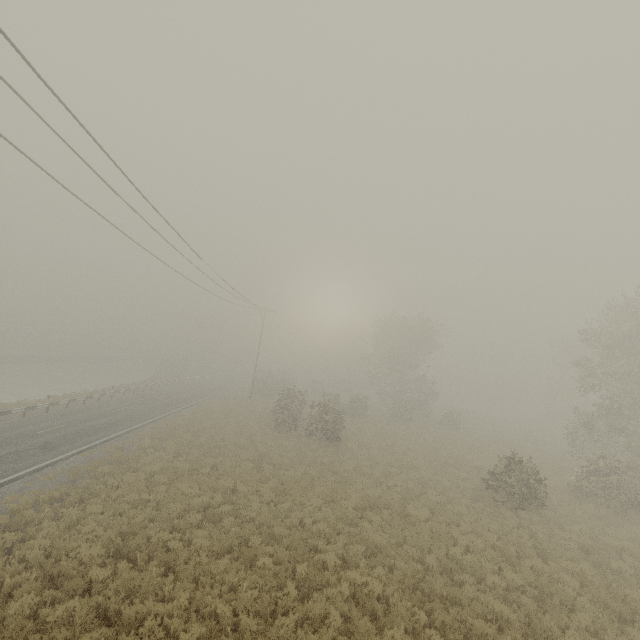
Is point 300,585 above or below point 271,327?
below
